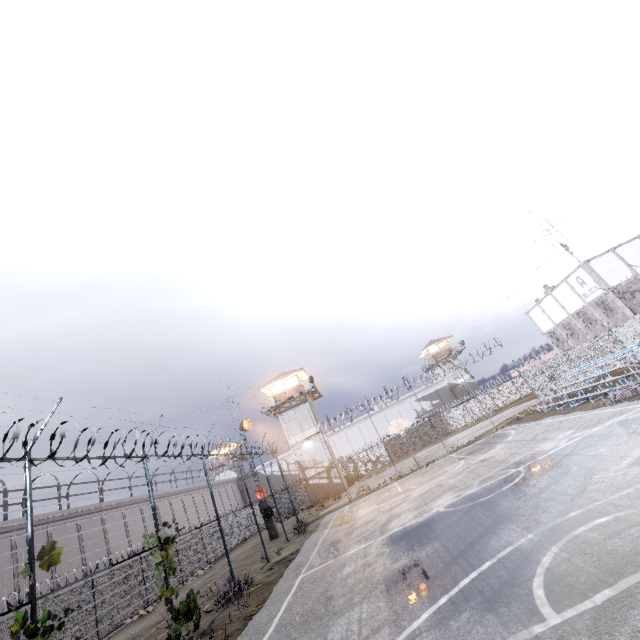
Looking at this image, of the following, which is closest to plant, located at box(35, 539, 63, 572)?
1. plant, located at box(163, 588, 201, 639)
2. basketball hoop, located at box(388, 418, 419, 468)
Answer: plant, located at box(163, 588, 201, 639)

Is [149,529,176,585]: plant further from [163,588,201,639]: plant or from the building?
the building

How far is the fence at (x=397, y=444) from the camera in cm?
4616

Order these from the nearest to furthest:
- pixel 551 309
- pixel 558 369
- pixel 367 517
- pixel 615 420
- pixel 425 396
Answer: pixel 615 420
pixel 367 517
pixel 558 369
pixel 551 309
pixel 425 396

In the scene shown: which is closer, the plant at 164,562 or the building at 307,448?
the plant at 164,562

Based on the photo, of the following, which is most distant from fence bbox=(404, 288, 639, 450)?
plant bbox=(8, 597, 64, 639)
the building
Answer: the building

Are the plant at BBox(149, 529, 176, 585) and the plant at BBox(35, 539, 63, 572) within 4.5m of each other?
yes
